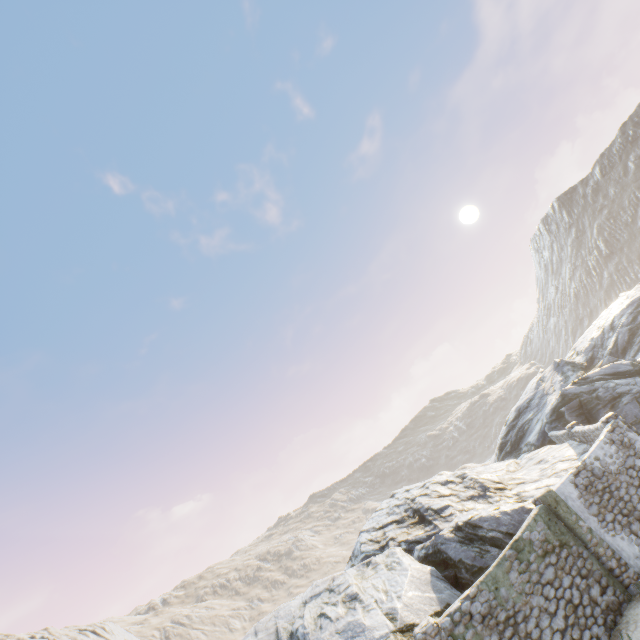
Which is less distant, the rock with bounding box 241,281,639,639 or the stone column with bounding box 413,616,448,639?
the stone column with bounding box 413,616,448,639

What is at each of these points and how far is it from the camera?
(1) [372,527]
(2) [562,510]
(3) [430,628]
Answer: (1) rock, 20.91m
(2) stone column, 11.21m
(3) stone column, 8.86m

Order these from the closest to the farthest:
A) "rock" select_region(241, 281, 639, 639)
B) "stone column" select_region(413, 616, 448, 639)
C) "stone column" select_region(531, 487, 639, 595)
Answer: "stone column" select_region(413, 616, 448, 639) → "stone column" select_region(531, 487, 639, 595) → "rock" select_region(241, 281, 639, 639)

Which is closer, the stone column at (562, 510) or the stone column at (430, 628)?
the stone column at (430, 628)

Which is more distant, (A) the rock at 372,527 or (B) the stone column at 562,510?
(A) the rock at 372,527

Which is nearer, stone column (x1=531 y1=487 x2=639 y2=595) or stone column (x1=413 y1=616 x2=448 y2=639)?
stone column (x1=413 y1=616 x2=448 y2=639)

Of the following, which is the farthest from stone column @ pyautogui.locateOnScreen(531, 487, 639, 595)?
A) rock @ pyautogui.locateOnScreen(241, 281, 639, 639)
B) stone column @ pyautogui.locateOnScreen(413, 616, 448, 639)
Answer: stone column @ pyautogui.locateOnScreen(413, 616, 448, 639)

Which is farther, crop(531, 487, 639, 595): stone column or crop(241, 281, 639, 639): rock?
crop(241, 281, 639, 639): rock
